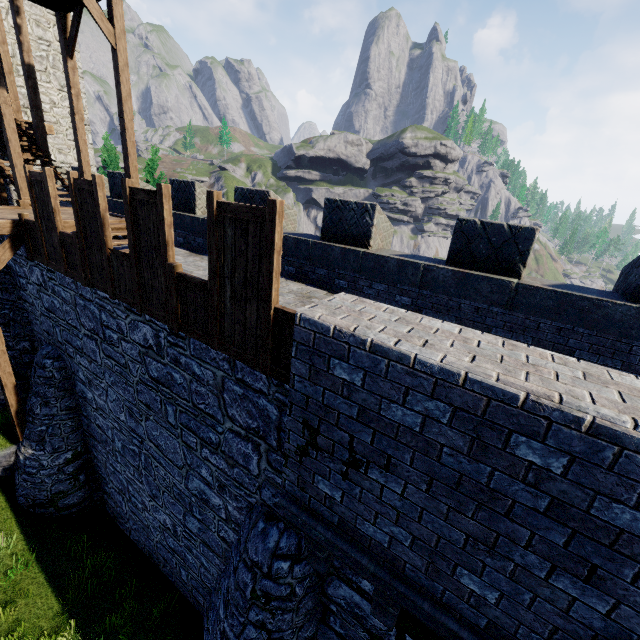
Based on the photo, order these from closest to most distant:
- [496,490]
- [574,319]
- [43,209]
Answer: [496,490]
[574,319]
[43,209]

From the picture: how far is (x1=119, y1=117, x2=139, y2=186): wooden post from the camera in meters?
9.1

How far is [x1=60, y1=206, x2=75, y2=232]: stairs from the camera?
8.55m

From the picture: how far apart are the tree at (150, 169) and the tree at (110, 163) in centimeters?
639cm

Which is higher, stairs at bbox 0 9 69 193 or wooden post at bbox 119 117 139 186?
stairs at bbox 0 9 69 193

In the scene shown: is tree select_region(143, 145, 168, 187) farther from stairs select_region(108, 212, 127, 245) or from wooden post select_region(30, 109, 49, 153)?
wooden post select_region(30, 109, 49, 153)

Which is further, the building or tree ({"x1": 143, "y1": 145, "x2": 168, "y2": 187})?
tree ({"x1": 143, "y1": 145, "x2": 168, "y2": 187})

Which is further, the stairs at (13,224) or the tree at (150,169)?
the tree at (150,169)
